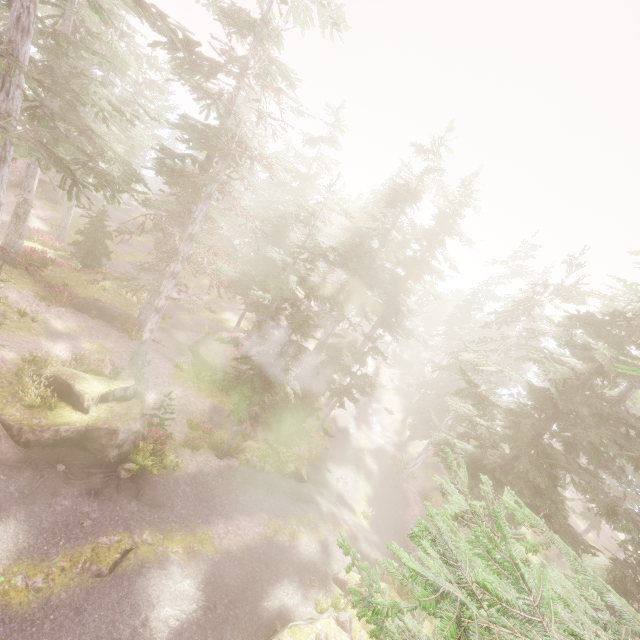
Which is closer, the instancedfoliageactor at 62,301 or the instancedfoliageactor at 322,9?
the instancedfoliageactor at 322,9

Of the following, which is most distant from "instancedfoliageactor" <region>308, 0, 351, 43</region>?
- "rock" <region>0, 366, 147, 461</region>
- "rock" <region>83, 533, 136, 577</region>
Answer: "rock" <region>83, 533, 136, 577</region>

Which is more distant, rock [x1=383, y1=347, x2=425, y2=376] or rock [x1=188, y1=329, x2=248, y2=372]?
rock [x1=383, y1=347, x2=425, y2=376]

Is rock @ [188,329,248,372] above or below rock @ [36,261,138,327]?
below

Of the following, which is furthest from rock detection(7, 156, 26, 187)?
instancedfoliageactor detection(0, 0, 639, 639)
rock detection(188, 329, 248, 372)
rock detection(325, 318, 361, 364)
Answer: rock detection(325, 318, 361, 364)

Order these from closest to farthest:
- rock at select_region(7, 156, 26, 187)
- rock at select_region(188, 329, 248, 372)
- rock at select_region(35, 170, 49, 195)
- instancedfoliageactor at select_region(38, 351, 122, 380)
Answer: instancedfoliageactor at select_region(38, 351, 122, 380), rock at select_region(188, 329, 248, 372), rock at select_region(7, 156, 26, 187), rock at select_region(35, 170, 49, 195)

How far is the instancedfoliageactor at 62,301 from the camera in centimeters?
1877cm

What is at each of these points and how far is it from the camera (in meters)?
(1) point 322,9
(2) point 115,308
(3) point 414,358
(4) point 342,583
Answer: (1) instancedfoliageactor, 16.91
(2) rock, 22.27
(3) rock, 56.38
(4) rock, 15.38
